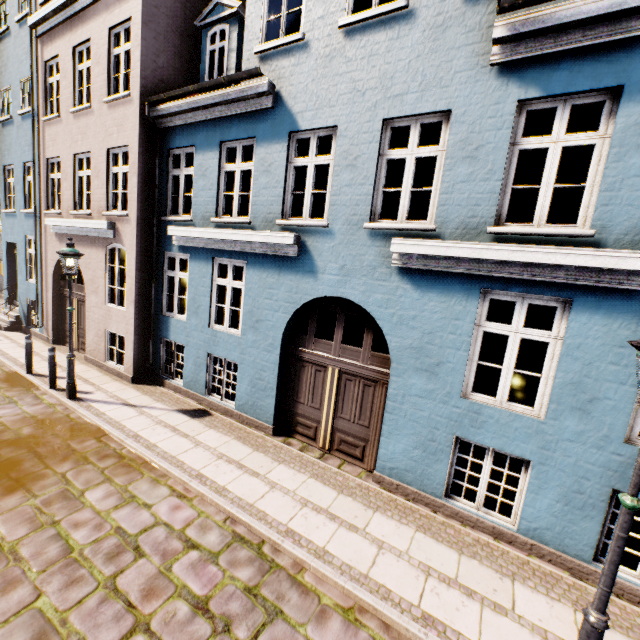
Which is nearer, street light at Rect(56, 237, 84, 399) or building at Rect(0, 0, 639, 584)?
building at Rect(0, 0, 639, 584)

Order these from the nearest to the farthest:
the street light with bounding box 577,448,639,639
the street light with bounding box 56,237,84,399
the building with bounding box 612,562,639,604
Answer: the street light with bounding box 577,448,639,639 → the building with bounding box 612,562,639,604 → the street light with bounding box 56,237,84,399

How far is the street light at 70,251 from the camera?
7.27m

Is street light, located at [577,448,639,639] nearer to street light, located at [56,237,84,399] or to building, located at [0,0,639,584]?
building, located at [0,0,639,584]

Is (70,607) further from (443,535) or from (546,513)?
(546,513)

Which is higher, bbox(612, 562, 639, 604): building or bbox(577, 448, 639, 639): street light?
bbox(577, 448, 639, 639): street light

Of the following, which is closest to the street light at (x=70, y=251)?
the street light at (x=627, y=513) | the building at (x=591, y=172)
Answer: the building at (x=591, y=172)

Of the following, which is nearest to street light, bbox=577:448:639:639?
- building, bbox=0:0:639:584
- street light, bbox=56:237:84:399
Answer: building, bbox=0:0:639:584
